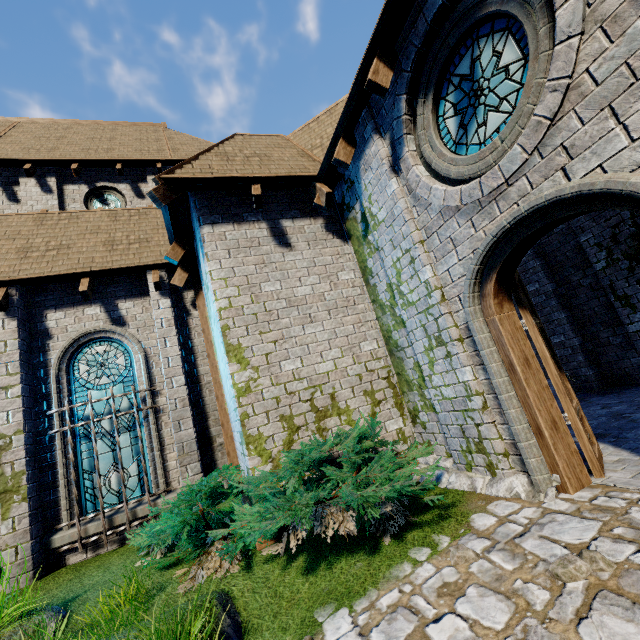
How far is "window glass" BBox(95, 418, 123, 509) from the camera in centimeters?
677cm

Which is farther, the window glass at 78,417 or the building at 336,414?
the window glass at 78,417

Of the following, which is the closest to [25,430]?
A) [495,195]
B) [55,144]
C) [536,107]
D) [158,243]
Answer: [158,243]

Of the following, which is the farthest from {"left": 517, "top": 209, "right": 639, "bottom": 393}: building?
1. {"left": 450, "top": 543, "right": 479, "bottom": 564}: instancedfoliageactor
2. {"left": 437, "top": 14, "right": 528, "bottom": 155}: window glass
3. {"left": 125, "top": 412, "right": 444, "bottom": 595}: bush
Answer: {"left": 450, "top": 543, "right": 479, "bottom": 564}: instancedfoliageactor

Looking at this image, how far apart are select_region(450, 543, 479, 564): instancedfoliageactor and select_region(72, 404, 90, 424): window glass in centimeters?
646cm

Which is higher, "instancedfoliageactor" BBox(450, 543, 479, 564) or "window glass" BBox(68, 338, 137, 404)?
"window glass" BBox(68, 338, 137, 404)

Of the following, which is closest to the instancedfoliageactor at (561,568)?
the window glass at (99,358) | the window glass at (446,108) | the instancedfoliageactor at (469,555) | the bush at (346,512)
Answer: the instancedfoliageactor at (469,555)

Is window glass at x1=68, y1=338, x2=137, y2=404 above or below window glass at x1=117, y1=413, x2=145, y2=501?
above
